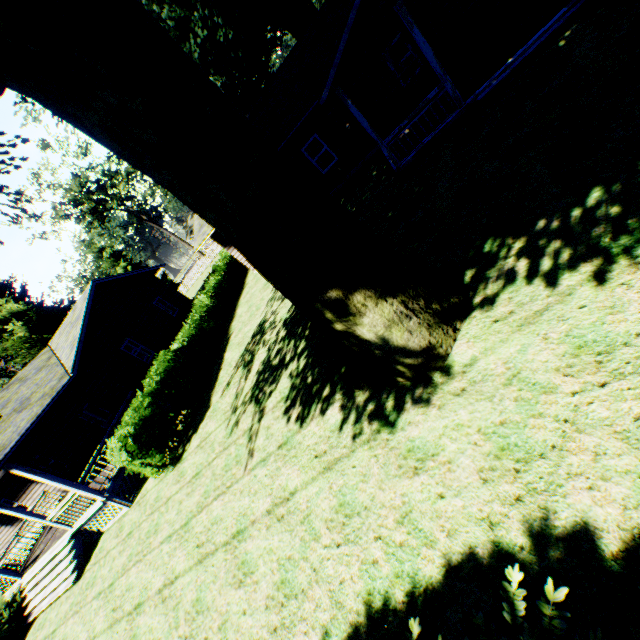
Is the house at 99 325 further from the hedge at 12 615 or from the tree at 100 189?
the tree at 100 189

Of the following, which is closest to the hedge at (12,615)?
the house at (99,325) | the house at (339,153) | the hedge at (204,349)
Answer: the house at (99,325)

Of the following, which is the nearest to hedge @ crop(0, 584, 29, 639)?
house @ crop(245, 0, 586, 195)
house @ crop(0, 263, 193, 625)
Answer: house @ crop(0, 263, 193, 625)

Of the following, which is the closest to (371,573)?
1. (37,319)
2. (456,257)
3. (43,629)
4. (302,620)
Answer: (302,620)

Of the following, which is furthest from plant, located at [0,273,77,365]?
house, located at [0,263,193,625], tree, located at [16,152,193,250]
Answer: tree, located at [16,152,193,250]

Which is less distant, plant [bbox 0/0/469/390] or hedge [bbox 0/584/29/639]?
plant [bbox 0/0/469/390]

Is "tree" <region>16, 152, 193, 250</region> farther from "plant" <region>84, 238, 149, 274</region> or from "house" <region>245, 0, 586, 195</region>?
"house" <region>245, 0, 586, 195</region>

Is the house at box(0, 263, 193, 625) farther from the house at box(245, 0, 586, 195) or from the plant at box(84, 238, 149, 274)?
the house at box(245, 0, 586, 195)
